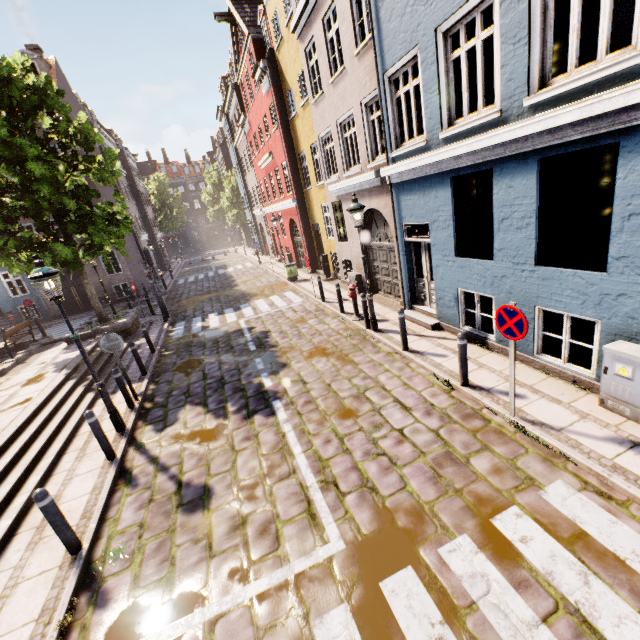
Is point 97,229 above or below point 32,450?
above

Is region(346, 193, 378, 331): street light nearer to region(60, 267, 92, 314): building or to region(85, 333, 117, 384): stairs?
region(85, 333, 117, 384): stairs

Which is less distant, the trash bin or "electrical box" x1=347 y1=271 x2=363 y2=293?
"electrical box" x1=347 y1=271 x2=363 y2=293

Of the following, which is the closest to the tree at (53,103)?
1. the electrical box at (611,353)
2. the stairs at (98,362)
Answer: the stairs at (98,362)

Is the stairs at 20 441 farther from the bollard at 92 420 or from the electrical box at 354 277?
the electrical box at 354 277

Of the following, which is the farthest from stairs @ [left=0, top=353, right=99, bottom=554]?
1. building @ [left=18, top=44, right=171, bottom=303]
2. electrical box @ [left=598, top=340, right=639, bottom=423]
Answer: building @ [left=18, top=44, right=171, bottom=303]

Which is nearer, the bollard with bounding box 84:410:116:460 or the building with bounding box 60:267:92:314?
the bollard with bounding box 84:410:116:460

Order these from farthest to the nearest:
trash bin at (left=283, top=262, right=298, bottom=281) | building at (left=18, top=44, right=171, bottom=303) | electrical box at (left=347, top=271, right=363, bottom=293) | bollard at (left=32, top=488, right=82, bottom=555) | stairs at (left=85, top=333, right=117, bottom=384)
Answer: building at (left=18, top=44, right=171, bottom=303) < trash bin at (left=283, top=262, right=298, bottom=281) < electrical box at (left=347, top=271, right=363, bottom=293) < stairs at (left=85, top=333, right=117, bottom=384) < bollard at (left=32, top=488, right=82, bottom=555)
